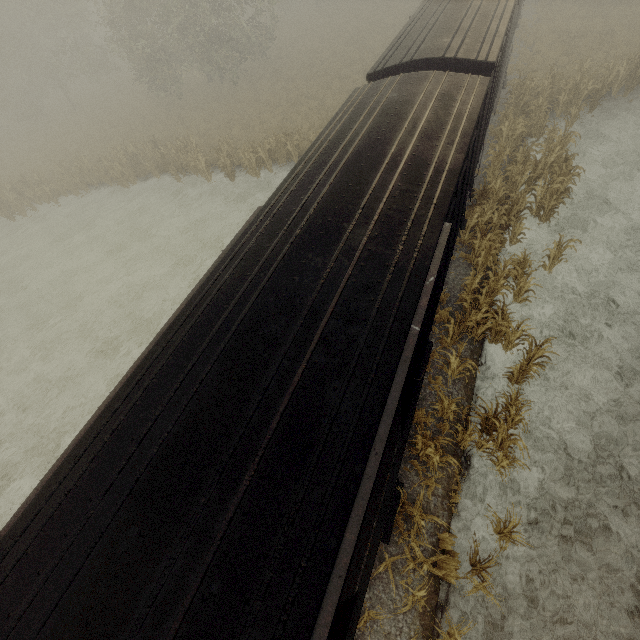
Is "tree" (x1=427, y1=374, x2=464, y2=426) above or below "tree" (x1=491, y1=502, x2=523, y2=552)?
above

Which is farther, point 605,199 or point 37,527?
point 605,199

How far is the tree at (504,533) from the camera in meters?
5.9 m

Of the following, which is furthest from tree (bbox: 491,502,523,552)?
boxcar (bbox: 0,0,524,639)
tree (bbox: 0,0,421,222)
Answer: tree (bbox: 0,0,421,222)

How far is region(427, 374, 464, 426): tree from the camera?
7.5m

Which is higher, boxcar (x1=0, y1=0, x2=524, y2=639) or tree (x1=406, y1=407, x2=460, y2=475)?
boxcar (x1=0, y1=0, x2=524, y2=639)

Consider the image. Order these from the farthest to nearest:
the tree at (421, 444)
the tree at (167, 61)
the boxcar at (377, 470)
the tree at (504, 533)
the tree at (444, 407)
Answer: the tree at (167, 61), the tree at (444, 407), the tree at (421, 444), the tree at (504, 533), the boxcar at (377, 470)
